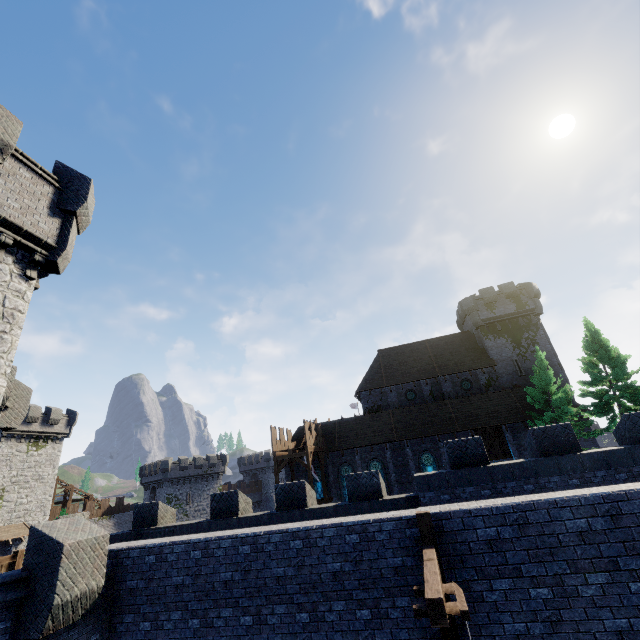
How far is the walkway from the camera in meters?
26.6

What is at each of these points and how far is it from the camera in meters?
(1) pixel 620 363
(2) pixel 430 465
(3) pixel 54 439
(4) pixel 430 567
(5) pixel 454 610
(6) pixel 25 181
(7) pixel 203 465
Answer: (1) tree, 26.4
(2) window glass, 30.3
(3) building, 39.9
(4) wooden beam, 6.0
(5) flag, 5.0
(6) building tower, 10.5
(7) building, 55.4

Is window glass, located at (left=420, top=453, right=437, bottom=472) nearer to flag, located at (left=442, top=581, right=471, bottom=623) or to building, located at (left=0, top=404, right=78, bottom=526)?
flag, located at (left=442, top=581, right=471, bottom=623)

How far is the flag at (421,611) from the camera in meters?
5.0 m

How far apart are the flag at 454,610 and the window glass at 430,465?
27.05m

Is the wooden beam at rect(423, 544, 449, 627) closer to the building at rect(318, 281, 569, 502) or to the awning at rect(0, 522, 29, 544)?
the building at rect(318, 281, 569, 502)

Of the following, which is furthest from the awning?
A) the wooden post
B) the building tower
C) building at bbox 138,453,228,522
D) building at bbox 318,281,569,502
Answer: the wooden post

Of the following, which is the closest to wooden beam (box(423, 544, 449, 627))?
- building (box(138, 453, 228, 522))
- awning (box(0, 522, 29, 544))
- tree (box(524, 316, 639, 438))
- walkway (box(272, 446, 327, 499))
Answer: walkway (box(272, 446, 327, 499))
